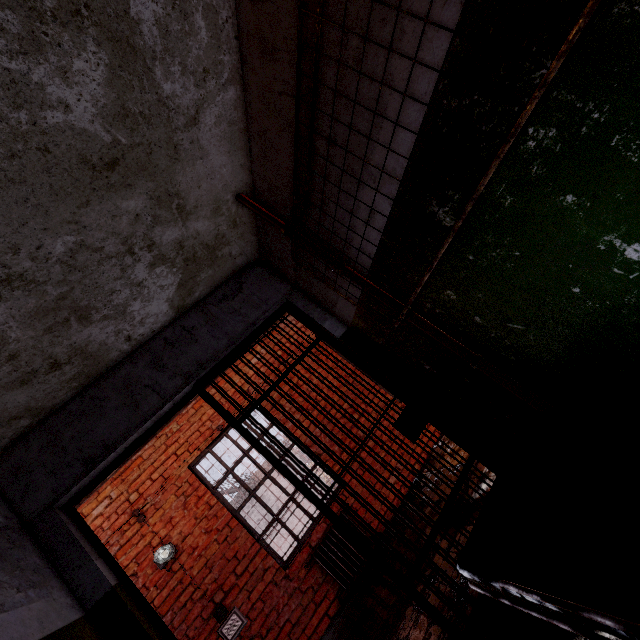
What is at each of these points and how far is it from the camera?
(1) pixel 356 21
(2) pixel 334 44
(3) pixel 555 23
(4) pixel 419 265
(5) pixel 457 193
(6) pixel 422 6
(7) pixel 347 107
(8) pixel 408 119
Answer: (1) building, 1.2m
(2) building, 1.3m
(3) building, 0.9m
(4) building, 1.8m
(5) building, 1.4m
(6) building, 1.1m
(7) building, 1.5m
(8) building, 1.3m

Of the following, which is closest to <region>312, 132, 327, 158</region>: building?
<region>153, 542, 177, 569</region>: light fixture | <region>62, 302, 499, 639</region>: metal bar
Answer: <region>62, 302, 499, 639</region>: metal bar

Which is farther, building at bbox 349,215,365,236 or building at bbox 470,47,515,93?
building at bbox 349,215,365,236

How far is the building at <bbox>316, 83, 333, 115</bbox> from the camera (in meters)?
1.49

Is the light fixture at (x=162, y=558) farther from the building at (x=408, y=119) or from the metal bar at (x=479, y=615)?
the building at (x=408, y=119)

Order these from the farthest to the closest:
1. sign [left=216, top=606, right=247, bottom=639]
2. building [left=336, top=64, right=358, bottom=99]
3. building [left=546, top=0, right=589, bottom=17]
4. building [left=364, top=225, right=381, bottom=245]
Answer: sign [left=216, top=606, right=247, bottom=639]
building [left=364, top=225, right=381, bottom=245]
building [left=336, top=64, right=358, bottom=99]
building [left=546, top=0, right=589, bottom=17]

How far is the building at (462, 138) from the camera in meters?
1.2
